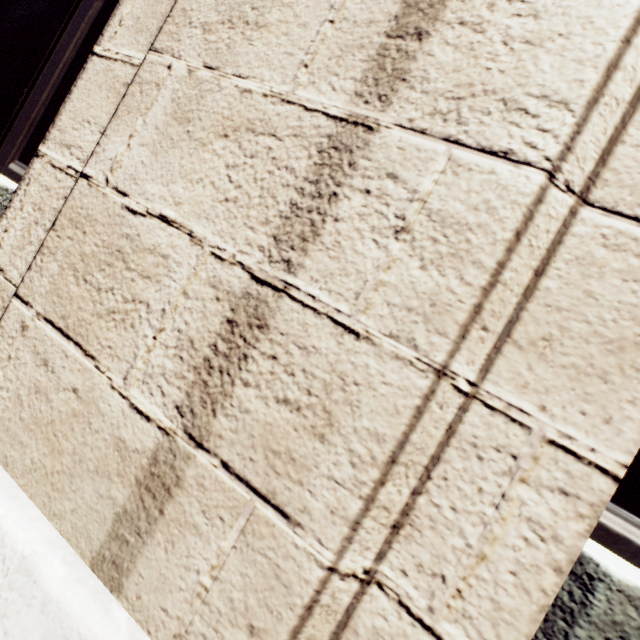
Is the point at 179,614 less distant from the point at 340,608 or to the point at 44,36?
the point at 340,608
